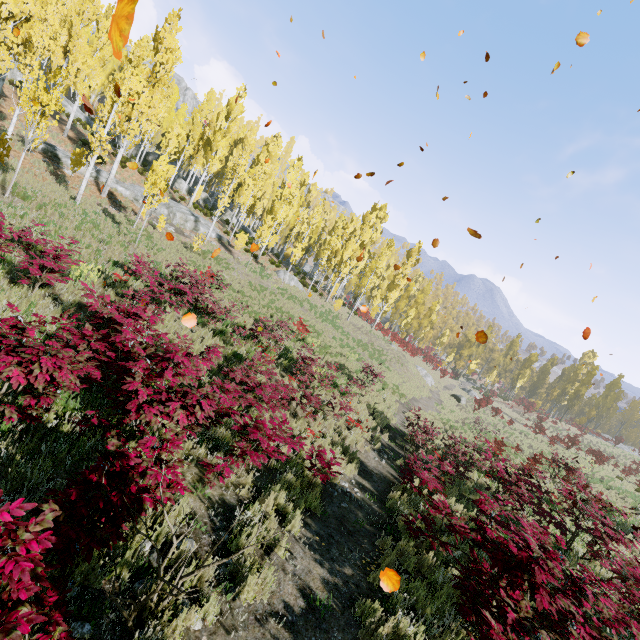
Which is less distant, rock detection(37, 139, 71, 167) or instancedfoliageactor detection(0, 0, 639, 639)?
instancedfoliageactor detection(0, 0, 639, 639)

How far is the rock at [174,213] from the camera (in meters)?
24.70

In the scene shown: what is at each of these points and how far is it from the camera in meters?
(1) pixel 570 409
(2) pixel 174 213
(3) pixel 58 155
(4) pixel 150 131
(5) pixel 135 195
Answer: (1) instancedfoliageactor, 57.9
(2) rock, 25.0
(3) rock, 21.0
(4) instancedfoliageactor, 27.6
(5) rock, 23.7

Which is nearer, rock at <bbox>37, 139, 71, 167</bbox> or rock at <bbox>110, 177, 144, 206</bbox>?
rock at <bbox>37, 139, 71, 167</bbox>

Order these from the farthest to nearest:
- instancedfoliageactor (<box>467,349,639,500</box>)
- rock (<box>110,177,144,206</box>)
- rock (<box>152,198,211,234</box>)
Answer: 1. instancedfoliageactor (<box>467,349,639,500</box>)
2. rock (<box>152,198,211,234</box>)
3. rock (<box>110,177,144,206</box>)

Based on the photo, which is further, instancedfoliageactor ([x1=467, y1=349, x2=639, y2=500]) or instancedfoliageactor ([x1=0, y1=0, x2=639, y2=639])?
instancedfoliageactor ([x1=467, y1=349, x2=639, y2=500])

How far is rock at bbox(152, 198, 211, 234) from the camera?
24.7m

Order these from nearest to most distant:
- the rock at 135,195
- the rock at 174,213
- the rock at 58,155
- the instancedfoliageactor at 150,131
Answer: the instancedfoliageactor at 150,131 < the rock at 58,155 < the rock at 135,195 < the rock at 174,213
